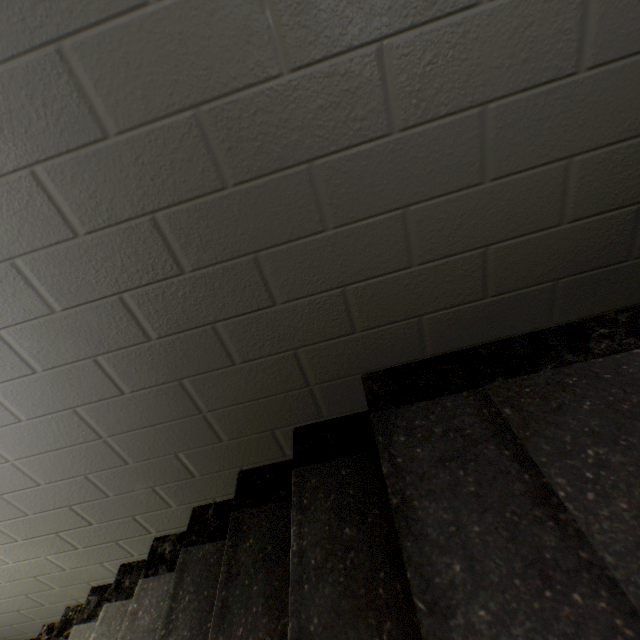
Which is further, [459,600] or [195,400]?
Result: [195,400]
